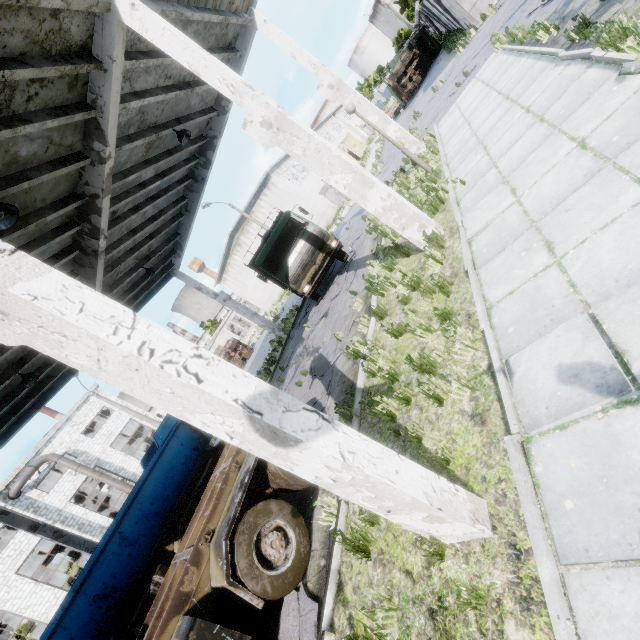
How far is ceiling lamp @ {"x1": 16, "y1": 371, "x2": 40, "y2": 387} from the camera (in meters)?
10.12

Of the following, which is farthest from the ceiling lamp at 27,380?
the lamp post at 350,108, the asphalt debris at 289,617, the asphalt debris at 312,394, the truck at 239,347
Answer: the truck at 239,347

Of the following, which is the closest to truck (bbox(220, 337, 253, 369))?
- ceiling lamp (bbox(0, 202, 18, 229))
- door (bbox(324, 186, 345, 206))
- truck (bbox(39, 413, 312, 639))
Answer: door (bbox(324, 186, 345, 206))

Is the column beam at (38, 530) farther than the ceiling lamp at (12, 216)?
Yes

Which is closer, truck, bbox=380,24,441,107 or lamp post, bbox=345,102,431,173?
lamp post, bbox=345,102,431,173

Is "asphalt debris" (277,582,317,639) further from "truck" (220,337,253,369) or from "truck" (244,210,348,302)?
"truck" (220,337,253,369)

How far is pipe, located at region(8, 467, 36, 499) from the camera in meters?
22.7 m

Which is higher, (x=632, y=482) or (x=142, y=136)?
(x=142, y=136)
